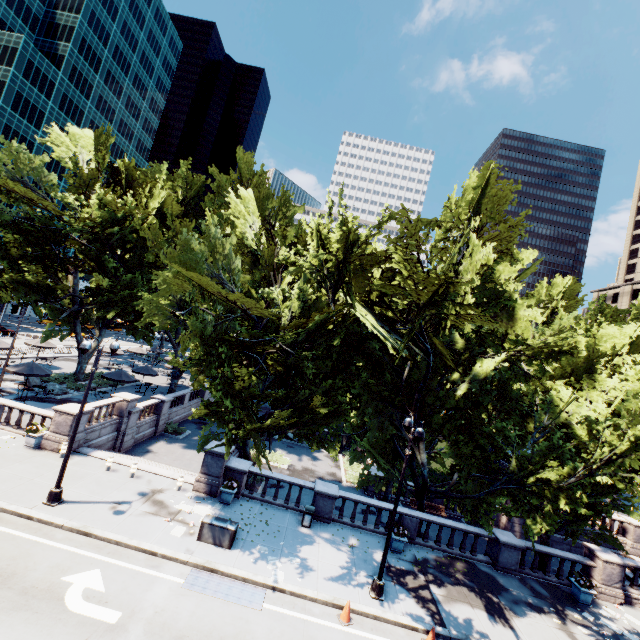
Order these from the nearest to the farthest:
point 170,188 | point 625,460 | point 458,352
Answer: point 625,460 < point 458,352 < point 170,188

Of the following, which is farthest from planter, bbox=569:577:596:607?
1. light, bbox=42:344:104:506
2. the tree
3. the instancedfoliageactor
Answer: the instancedfoliageactor

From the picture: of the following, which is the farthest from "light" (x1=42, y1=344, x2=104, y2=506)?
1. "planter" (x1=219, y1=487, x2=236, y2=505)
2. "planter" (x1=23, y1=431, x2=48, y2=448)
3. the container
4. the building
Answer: the building

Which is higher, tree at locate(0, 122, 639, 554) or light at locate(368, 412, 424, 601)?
tree at locate(0, 122, 639, 554)

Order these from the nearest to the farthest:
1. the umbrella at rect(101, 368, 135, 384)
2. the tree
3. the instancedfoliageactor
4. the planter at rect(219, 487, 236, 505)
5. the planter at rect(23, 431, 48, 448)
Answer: the instancedfoliageactor, the tree, the planter at rect(219, 487, 236, 505), the planter at rect(23, 431, 48, 448), the umbrella at rect(101, 368, 135, 384)

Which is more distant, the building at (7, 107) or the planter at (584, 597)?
the building at (7, 107)

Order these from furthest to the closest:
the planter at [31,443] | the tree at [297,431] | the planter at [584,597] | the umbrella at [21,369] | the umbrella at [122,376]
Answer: the umbrella at [122,376], the umbrella at [21,369], the planter at [31,443], the planter at [584,597], the tree at [297,431]

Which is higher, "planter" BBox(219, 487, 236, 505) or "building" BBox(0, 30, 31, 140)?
"building" BBox(0, 30, 31, 140)
